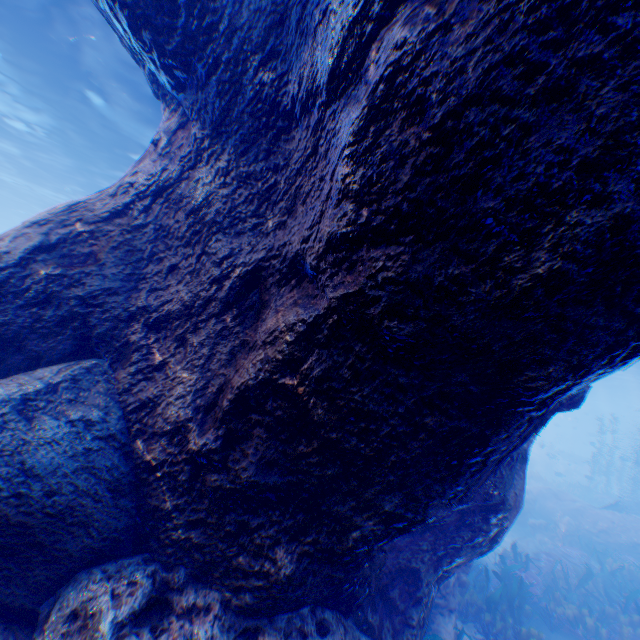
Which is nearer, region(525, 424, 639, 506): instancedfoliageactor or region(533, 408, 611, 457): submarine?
region(525, 424, 639, 506): instancedfoliageactor

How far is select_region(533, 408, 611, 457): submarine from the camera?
51.0 meters

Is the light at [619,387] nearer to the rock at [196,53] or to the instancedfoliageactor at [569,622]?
the rock at [196,53]

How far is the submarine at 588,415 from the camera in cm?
5100

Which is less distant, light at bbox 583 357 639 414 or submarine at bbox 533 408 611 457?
light at bbox 583 357 639 414

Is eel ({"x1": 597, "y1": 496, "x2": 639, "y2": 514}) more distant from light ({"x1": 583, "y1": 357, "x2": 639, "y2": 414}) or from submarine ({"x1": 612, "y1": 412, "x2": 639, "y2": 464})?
light ({"x1": 583, "y1": 357, "x2": 639, "y2": 414})

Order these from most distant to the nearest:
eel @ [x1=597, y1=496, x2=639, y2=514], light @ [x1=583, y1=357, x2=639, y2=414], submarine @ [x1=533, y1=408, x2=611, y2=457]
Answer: submarine @ [x1=533, y1=408, x2=611, y2=457] < light @ [x1=583, y1=357, x2=639, y2=414] < eel @ [x1=597, y1=496, x2=639, y2=514]

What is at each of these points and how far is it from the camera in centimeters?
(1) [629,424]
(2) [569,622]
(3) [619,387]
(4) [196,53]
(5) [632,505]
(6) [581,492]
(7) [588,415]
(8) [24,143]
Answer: (1) submarine, 5084cm
(2) instancedfoliageactor, 850cm
(3) light, 4000cm
(4) rock, 333cm
(5) eel, 1752cm
(6) instancedfoliageactor, 2552cm
(7) submarine, 5594cm
(8) light, 1847cm
